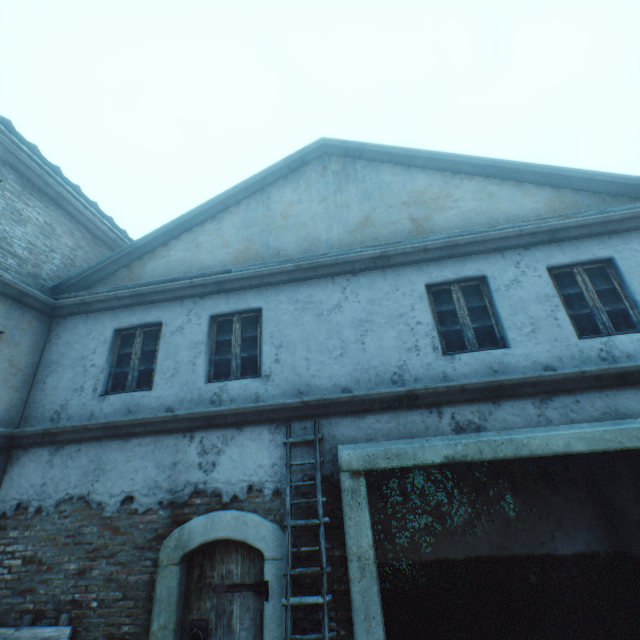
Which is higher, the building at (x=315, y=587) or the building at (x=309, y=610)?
the building at (x=315, y=587)

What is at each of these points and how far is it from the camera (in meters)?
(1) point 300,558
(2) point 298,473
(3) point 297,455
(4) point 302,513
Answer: (1) building, 4.24
(2) building, 4.67
(3) building, 4.78
(4) building, 4.45

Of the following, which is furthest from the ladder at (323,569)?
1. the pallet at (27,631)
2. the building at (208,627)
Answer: the pallet at (27,631)

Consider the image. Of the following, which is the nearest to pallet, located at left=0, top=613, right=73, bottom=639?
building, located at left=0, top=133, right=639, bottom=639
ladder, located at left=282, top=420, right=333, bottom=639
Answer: building, located at left=0, top=133, right=639, bottom=639

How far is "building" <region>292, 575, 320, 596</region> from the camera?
4.07m

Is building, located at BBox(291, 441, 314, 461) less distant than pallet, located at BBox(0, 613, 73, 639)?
No
